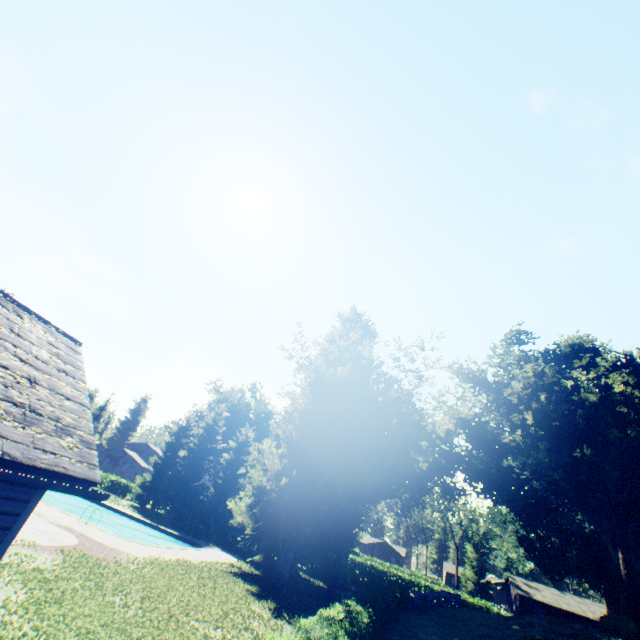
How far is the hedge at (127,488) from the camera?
43.2m

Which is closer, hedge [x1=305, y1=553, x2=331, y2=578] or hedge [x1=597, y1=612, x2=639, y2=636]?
hedge [x1=597, y1=612, x2=639, y2=636]

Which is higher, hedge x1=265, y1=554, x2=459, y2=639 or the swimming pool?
hedge x1=265, y1=554, x2=459, y2=639

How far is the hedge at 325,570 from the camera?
32.59m

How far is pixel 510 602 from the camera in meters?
52.8 m

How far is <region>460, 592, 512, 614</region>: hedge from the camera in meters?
43.1 m

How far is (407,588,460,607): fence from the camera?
32.21m

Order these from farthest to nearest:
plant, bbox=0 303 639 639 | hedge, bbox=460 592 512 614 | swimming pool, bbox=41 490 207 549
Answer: hedge, bbox=460 592 512 614, swimming pool, bbox=41 490 207 549, plant, bbox=0 303 639 639
